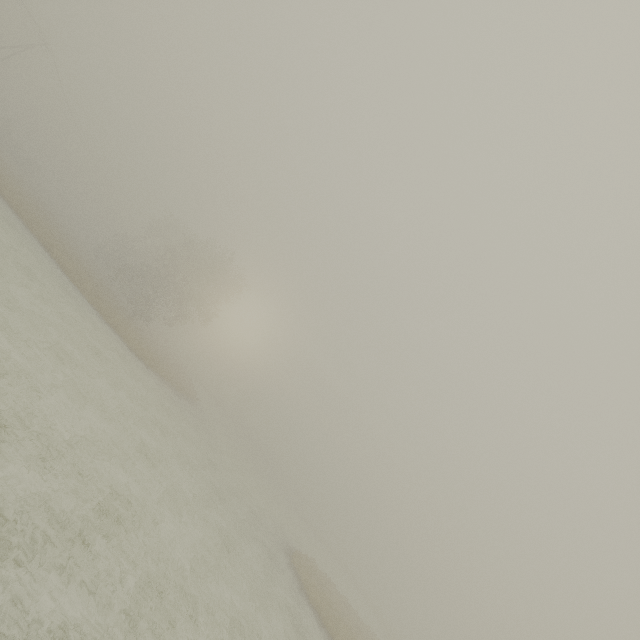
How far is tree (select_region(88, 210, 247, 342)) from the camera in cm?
Result: 3538

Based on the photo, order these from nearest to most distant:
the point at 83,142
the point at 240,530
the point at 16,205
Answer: the point at 240,530 → the point at 16,205 → the point at 83,142

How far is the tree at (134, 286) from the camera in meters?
35.4 m

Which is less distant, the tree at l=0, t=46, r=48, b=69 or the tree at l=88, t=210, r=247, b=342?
the tree at l=88, t=210, r=247, b=342

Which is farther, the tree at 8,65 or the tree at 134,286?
the tree at 8,65
